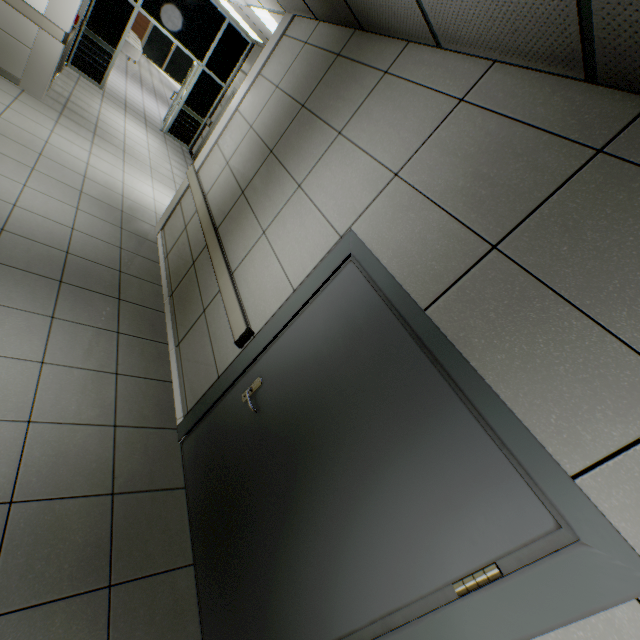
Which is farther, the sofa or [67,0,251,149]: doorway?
the sofa

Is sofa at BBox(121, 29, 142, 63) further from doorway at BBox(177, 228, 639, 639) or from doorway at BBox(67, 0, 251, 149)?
doorway at BBox(177, 228, 639, 639)

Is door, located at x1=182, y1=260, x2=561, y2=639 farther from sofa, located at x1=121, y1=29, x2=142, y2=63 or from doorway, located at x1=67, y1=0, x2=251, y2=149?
sofa, located at x1=121, y1=29, x2=142, y2=63

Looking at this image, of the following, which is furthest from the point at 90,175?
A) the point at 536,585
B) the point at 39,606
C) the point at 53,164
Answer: the point at 536,585

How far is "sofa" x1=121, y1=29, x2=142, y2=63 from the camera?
12.7 meters

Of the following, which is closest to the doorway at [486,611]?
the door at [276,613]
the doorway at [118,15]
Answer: the door at [276,613]

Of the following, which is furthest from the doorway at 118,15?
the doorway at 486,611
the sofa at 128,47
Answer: the doorway at 486,611

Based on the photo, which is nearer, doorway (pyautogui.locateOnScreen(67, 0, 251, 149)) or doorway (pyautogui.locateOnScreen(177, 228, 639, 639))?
doorway (pyautogui.locateOnScreen(177, 228, 639, 639))
